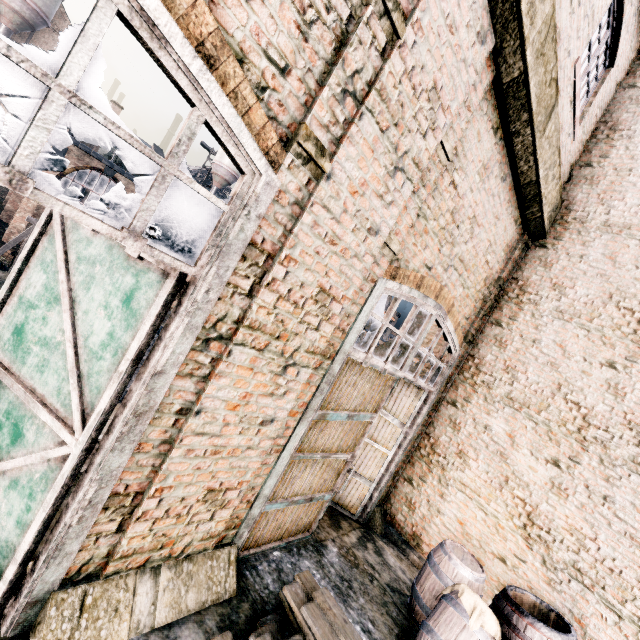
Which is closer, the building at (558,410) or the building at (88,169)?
the building at (558,410)

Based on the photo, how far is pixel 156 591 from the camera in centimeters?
361cm

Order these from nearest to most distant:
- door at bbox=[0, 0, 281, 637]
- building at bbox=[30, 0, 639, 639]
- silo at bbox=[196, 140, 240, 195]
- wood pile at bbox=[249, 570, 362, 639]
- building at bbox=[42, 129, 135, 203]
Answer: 1. door at bbox=[0, 0, 281, 637]
2. building at bbox=[30, 0, 639, 639]
3. wood pile at bbox=[249, 570, 362, 639]
4. building at bbox=[42, 129, 135, 203]
5. silo at bbox=[196, 140, 240, 195]

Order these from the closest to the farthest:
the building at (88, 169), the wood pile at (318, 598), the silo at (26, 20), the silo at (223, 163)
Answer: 1. the wood pile at (318, 598)
2. the building at (88, 169)
3. the silo at (26, 20)
4. the silo at (223, 163)

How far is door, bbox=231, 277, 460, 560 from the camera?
4.6 meters

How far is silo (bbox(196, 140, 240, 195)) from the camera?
52.7 meters

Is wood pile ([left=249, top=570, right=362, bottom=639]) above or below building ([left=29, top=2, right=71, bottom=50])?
below

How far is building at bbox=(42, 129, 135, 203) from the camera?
22.45m
